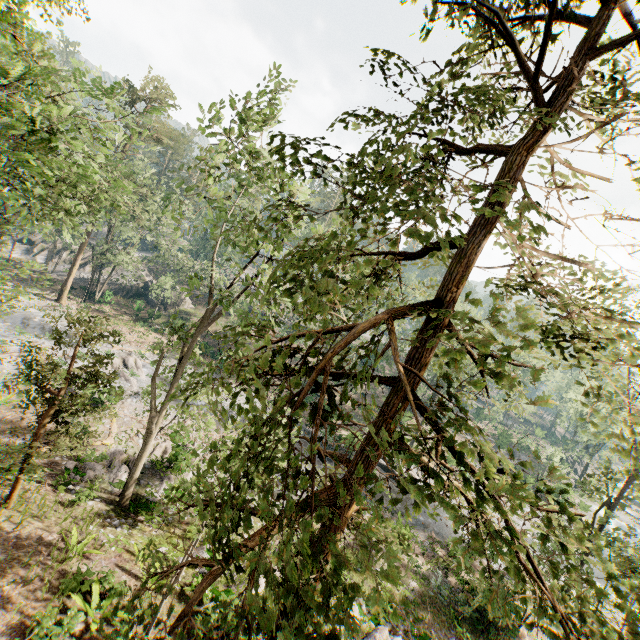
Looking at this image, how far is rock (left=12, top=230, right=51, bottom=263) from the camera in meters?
48.6

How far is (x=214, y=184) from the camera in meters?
12.8

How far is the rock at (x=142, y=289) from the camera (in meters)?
46.56

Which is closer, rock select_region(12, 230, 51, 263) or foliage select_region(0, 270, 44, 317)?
foliage select_region(0, 270, 44, 317)

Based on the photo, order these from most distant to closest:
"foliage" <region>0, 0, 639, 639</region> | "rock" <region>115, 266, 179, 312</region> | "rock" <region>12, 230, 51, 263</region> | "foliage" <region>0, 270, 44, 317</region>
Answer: "rock" <region>12, 230, 51, 263</region> → "rock" <region>115, 266, 179, 312</region> → "foliage" <region>0, 270, 44, 317</region> → "foliage" <region>0, 0, 639, 639</region>

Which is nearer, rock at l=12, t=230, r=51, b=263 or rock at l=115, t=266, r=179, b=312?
rock at l=115, t=266, r=179, b=312

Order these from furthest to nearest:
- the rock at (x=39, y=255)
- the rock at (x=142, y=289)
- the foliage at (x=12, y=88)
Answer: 1. the rock at (x=39, y=255)
2. the rock at (x=142, y=289)
3. the foliage at (x=12, y=88)
